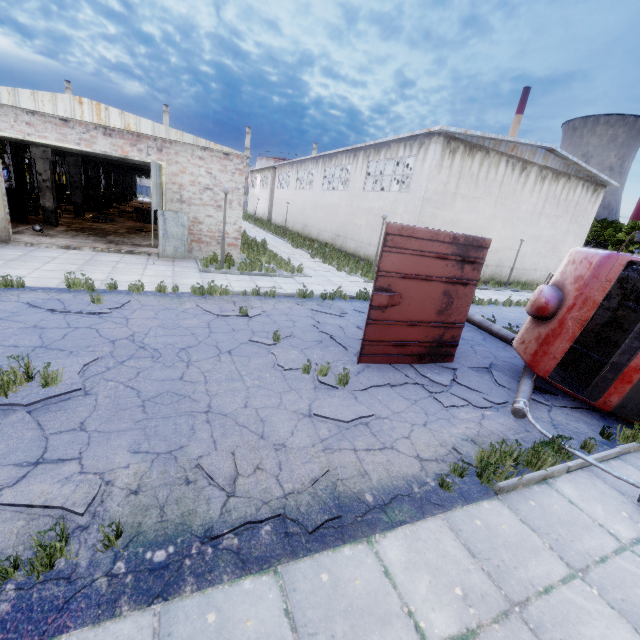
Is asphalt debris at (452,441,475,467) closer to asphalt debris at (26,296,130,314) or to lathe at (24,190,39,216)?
asphalt debris at (26,296,130,314)

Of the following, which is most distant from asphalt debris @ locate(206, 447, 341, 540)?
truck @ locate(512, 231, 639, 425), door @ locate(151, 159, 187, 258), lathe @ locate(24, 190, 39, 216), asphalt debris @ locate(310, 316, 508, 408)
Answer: lathe @ locate(24, 190, 39, 216)

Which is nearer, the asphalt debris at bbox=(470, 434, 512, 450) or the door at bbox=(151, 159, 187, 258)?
the asphalt debris at bbox=(470, 434, 512, 450)

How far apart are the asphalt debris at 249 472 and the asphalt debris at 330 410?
0.75m

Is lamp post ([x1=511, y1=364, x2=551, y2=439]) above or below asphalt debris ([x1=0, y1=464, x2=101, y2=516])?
above

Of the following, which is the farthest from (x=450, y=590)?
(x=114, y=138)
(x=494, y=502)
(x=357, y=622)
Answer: (x=114, y=138)

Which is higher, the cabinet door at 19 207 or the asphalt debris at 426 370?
the cabinet door at 19 207

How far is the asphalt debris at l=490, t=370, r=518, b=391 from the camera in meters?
7.3 m
